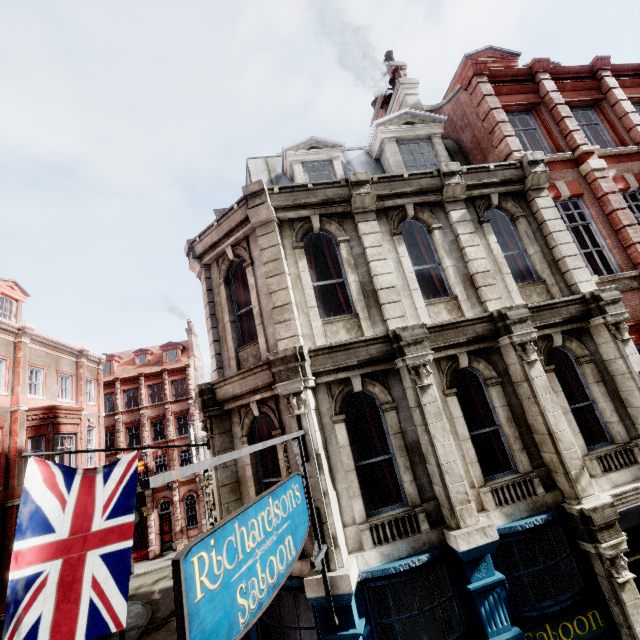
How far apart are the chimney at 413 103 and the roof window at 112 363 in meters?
36.2

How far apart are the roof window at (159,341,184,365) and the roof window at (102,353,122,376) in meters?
4.8 m

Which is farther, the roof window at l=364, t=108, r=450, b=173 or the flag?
the roof window at l=364, t=108, r=450, b=173

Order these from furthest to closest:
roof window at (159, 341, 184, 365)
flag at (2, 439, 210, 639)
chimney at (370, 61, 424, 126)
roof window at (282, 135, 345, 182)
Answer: roof window at (159, 341, 184, 365)
chimney at (370, 61, 424, 126)
roof window at (282, 135, 345, 182)
flag at (2, 439, 210, 639)

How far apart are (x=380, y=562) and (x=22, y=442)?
17.3 meters

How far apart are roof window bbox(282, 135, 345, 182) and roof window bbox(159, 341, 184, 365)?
33.7 meters

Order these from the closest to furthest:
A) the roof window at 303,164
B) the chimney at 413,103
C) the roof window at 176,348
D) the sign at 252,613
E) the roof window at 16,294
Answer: the sign at 252,613 < the roof window at 303,164 < the chimney at 413,103 < the roof window at 16,294 < the roof window at 176,348

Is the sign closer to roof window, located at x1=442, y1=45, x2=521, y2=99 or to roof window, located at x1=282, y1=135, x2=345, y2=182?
roof window, located at x1=282, y1=135, x2=345, y2=182
